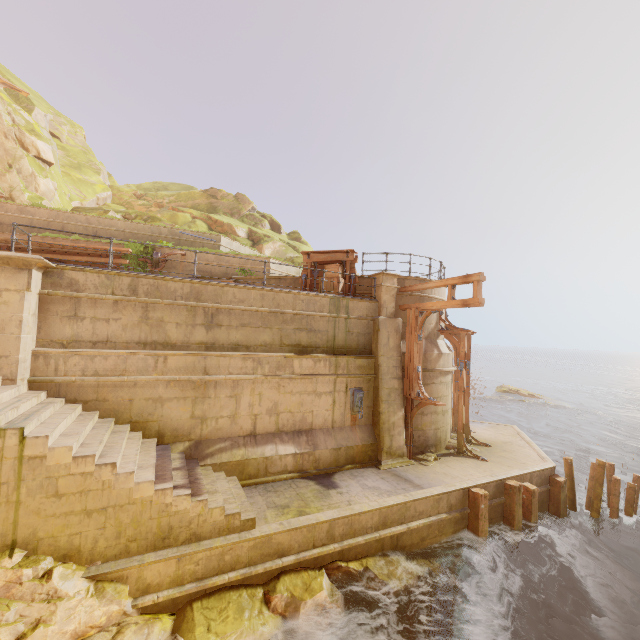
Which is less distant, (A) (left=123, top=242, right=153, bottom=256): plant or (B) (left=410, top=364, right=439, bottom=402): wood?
(B) (left=410, top=364, right=439, bottom=402): wood

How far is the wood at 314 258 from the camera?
13.0m

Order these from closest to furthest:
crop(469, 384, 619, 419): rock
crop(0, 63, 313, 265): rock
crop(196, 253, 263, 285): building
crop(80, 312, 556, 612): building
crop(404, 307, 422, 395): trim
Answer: crop(80, 312, 556, 612): building, crop(404, 307, 422, 395): trim, crop(196, 253, 263, 285): building, crop(0, 63, 313, 265): rock, crop(469, 384, 619, 419): rock

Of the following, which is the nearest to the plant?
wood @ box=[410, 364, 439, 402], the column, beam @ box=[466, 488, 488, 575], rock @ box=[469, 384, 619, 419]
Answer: the column

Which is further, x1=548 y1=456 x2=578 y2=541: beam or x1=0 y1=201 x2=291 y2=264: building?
x1=0 y1=201 x2=291 y2=264: building

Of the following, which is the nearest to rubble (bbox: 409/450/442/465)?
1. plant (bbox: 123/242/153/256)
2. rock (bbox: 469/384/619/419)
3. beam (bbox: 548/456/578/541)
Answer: beam (bbox: 548/456/578/541)

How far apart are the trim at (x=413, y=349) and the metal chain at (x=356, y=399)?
1.70m

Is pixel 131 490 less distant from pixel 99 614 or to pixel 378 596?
pixel 99 614
